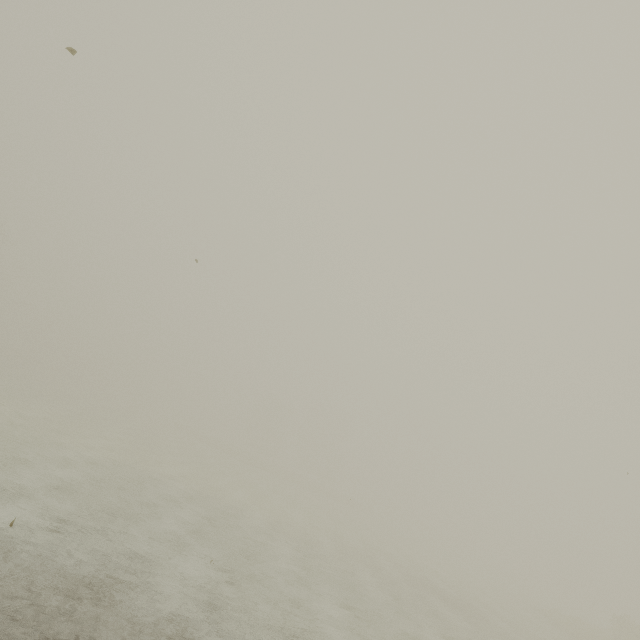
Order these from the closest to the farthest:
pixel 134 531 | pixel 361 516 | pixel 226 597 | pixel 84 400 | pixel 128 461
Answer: pixel 226 597 < pixel 134 531 < pixel 128 461 < pixel 84 400 < pixel 361 516
